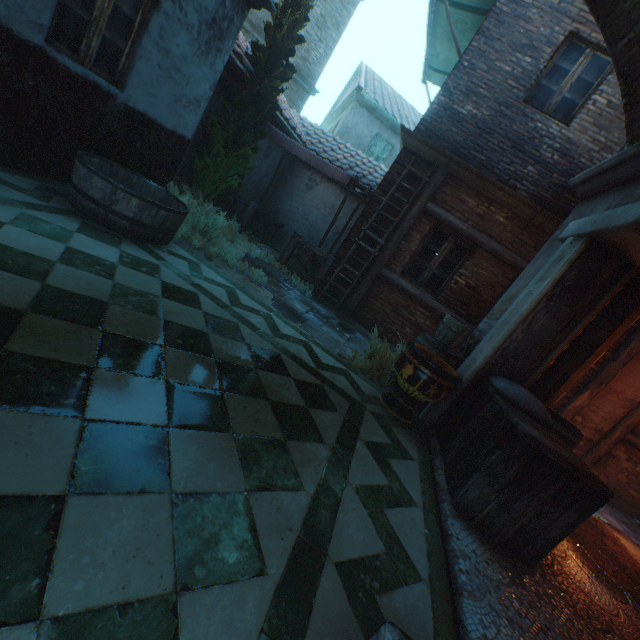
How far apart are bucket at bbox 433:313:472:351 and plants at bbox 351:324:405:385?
0.4m

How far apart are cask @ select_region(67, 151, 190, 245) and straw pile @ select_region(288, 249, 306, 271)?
3.9m

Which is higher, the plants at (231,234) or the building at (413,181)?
the building at (413,181)

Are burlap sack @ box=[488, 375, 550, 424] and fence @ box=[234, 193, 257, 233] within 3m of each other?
no

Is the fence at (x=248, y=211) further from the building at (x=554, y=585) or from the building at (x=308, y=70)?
the building at (x=308, y=70)

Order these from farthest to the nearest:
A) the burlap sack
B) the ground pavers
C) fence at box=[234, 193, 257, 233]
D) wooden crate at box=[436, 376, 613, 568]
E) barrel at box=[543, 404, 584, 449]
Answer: fence at box=[234, 193, 257, 233] → the ground pavers → barrel at box=[543, 404, 584, 449] → the burlap sack → wooden crate at box=[436, 376, 613, 568]

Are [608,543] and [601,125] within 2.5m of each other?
no

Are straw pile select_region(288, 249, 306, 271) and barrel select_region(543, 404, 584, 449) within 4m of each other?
no
